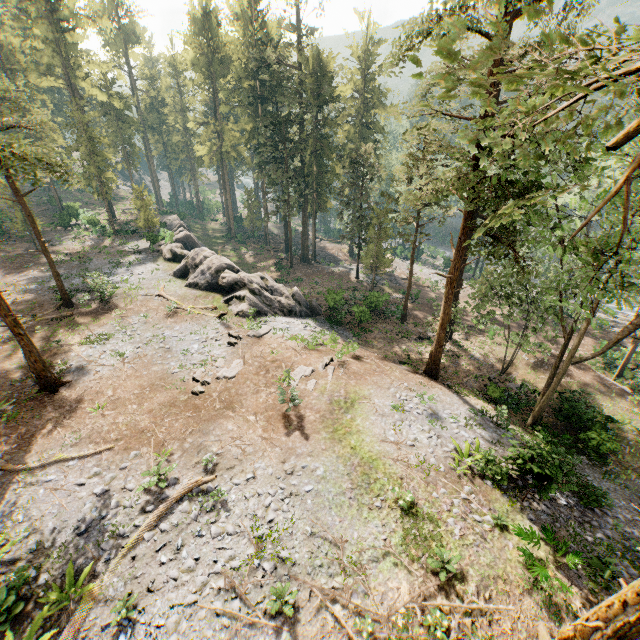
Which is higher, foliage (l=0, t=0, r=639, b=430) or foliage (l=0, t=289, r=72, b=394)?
foliage (l=0, t=0, r=639, b=430)

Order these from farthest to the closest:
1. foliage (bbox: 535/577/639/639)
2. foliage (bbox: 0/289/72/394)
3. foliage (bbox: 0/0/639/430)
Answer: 1. foliage (bbox: 0/289/72/394)
2. foliage (bbox: 535/577/639/639)
3. foliage (bbox: 0/0/639/430)

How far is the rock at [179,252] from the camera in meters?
27.3

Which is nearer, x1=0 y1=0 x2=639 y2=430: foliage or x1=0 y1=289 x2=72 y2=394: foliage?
x1=0 y1=0 x2=639 y2=430: foliage

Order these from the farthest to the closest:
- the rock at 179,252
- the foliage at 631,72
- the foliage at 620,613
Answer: the rock at 179,252, the foliage at 620,613, the foliage at 631,72

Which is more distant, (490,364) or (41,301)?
(490,364)

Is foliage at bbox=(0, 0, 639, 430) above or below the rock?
above
